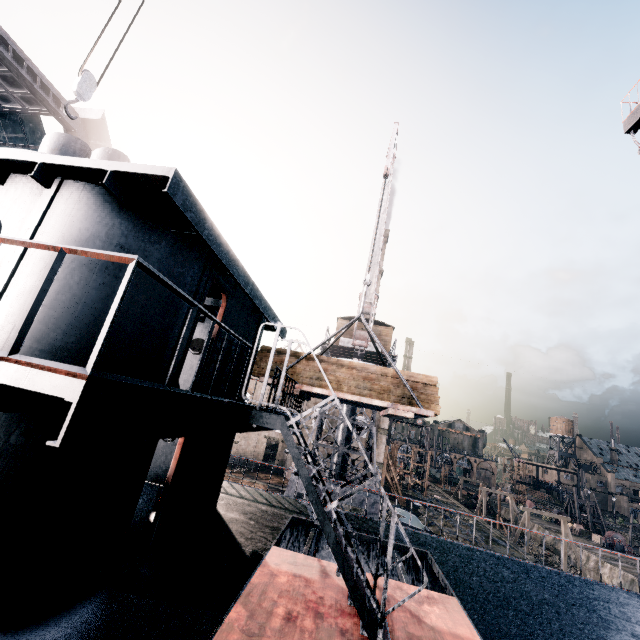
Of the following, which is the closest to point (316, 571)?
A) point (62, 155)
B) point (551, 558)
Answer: point (62, 155)

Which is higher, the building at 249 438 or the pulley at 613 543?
the building at 249 438

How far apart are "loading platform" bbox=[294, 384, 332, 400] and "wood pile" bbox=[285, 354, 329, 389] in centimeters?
1cm

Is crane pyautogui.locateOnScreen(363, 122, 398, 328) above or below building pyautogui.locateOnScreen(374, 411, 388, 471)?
above

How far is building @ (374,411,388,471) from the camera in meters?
43.9 m

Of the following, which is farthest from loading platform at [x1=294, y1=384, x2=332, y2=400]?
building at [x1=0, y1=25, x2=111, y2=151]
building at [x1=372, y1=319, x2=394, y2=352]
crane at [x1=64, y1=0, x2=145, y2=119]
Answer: building at [x1=0, y1=25, x2=111, y2=151]

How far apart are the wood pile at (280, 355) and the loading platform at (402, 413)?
0.01m
